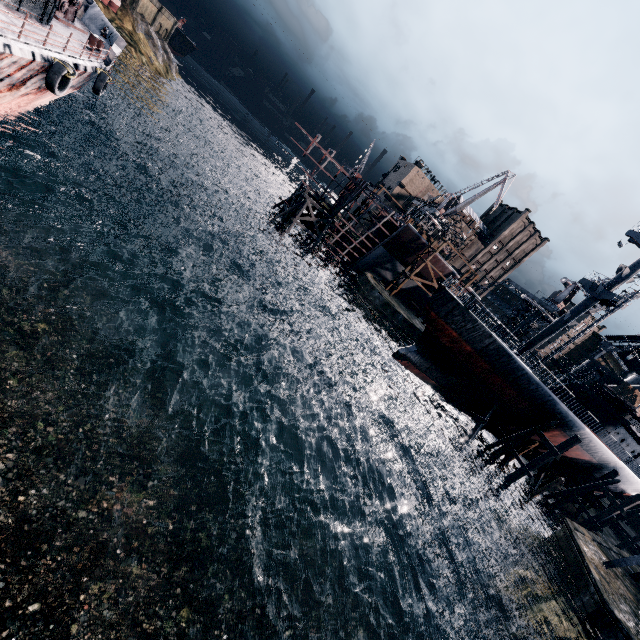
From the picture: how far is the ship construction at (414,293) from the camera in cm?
5374

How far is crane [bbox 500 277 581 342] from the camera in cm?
4903

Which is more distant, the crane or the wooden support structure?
the crane

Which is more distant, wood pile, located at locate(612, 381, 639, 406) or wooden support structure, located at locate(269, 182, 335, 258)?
wooden support structure, located at locate(269, 182, 335, 258)

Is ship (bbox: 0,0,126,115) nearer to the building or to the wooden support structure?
the wooden support structure

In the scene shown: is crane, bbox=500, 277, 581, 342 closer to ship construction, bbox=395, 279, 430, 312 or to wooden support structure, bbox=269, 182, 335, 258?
ship construction, bbox=395, 279, 430, 312

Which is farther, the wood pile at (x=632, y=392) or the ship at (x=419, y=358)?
the wood pile at (x=632, y=392)

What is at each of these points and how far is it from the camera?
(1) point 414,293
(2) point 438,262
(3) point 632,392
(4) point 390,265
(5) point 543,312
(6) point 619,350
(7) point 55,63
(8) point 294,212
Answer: (1) ship construction, 54.91m
(2) ship construction, 49.94m
(3) wood pile, 29.92m
(4) ship construction, 51.81m
(5) crane, 49.06m
(6) building, 51.91m
(7) ship, 15.08m
(8) wooden support structure, 47.22m
